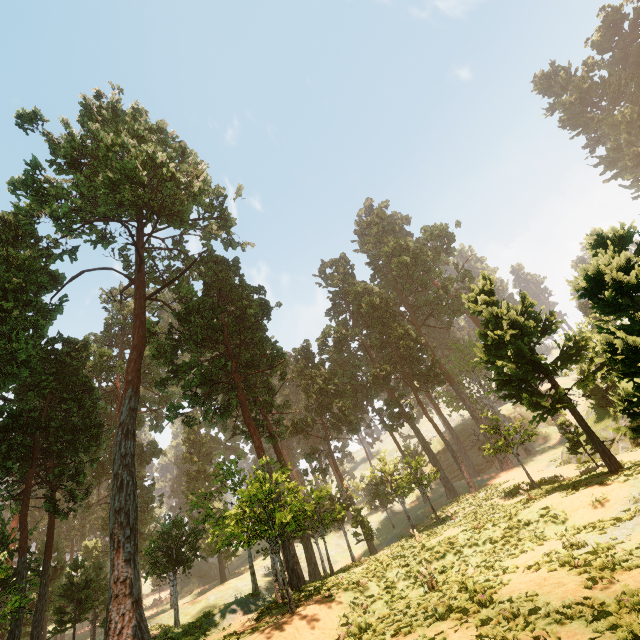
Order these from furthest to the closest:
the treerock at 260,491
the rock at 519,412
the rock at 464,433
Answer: the rock at 519,412, the rock at 464,433, the treerock at 260,491

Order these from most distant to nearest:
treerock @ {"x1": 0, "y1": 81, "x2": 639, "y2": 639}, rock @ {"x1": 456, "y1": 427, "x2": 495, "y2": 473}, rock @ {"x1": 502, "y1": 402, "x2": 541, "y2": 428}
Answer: rock @ {"x1": 502, "y1": 402, "x2": 541, "y2": 428}
rock @ {"x1": 456, "y1": 427, "x2": 495, "y2": 473}
treerock @ {"x1": 0, "y1": 81, "x2": 639, "y2": 639}

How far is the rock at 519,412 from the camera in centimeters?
5553cm

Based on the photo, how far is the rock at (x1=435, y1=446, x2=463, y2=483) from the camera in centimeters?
5070cm

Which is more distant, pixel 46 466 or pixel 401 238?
pixel 401 238

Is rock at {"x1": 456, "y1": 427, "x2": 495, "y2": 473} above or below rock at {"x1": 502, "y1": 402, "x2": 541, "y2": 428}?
below

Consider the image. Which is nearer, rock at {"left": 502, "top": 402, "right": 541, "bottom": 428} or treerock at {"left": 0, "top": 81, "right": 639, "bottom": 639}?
treerock at {"left": 0, "top": 81, "right": 639, "bottom": 639}
